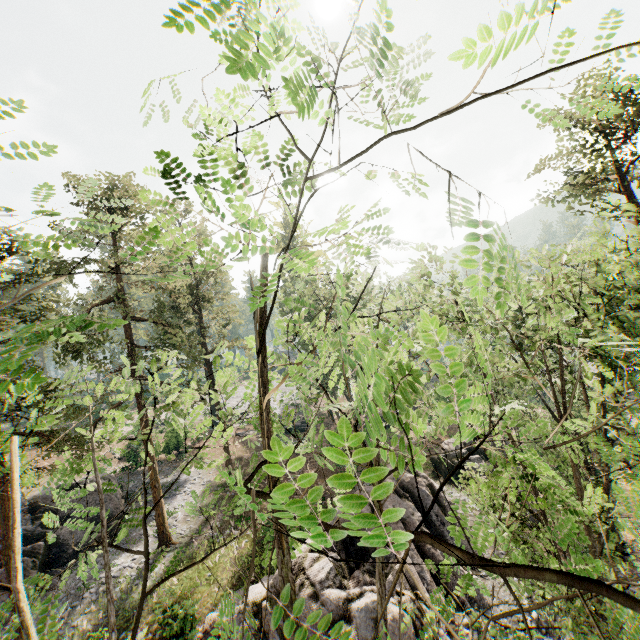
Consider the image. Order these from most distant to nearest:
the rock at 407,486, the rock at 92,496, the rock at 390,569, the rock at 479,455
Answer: the rock at 479,455
the rock at 92,496
the rock at 407,486
the rock at 390,569

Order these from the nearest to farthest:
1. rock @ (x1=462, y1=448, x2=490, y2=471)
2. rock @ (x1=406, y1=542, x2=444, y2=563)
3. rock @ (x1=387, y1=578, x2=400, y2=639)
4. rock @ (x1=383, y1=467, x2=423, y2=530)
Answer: Result:
rock @ (x1=387, y1=578, x2=400, y2=639)
rock @ (x1=406, y1=542, x2=444, y2=563)
rock @ (x1=383, y1=467, x2=423, y2=530)
rock @ (x1=462, y1=448, x2=490, y2=471)

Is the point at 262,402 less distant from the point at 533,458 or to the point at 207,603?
the point at 533,458

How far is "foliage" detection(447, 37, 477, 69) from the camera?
1.16m

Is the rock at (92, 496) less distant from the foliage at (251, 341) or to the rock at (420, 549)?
the foliage at (251, 341)

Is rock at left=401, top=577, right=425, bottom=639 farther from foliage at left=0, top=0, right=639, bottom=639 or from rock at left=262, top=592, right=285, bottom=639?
rock at left=262, top=592, right=285, bottom=639

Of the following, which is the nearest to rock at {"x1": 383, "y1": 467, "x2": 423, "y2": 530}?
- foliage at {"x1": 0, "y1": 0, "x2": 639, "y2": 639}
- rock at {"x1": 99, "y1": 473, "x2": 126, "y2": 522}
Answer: foliage at {"x1": 0, "y1": 0, "x2": 639, "y2": 639}
